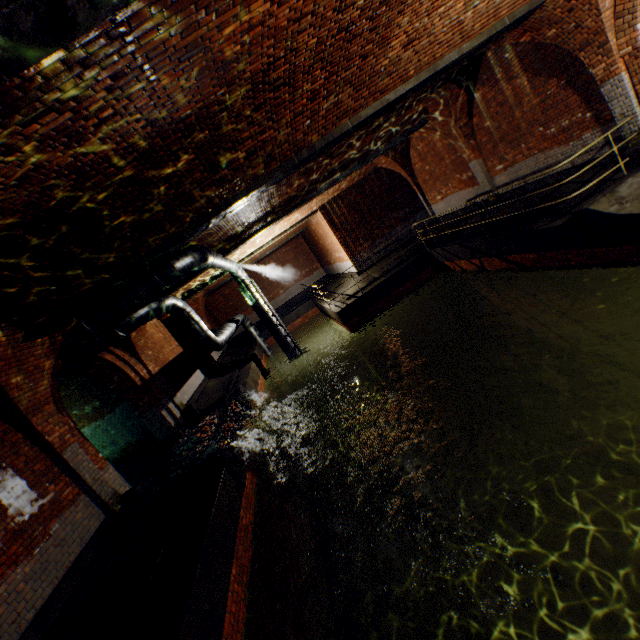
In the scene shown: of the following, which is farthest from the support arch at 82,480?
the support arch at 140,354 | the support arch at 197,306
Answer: the support arch at 197,306

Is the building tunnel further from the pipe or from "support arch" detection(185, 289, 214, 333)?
"support arch" detection(185, 289, 214, 333)

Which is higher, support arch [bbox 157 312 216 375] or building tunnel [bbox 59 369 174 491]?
support arch [bbox 157 312 216 375]

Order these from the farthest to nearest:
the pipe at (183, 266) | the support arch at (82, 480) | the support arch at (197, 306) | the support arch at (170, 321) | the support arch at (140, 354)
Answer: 1. the support arch at (197, 306)
2. the support arch at (170, 321)
3. the support arch at (140, 354)
4. the pipe at (183, 266)
5. the support arch at (82, 480)

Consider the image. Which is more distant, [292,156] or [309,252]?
[309,252]

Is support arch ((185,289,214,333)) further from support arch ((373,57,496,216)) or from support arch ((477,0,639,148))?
support arch ((373,57,496,216))

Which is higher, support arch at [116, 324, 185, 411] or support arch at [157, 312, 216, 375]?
support arch at [157, 312, 216, 375]

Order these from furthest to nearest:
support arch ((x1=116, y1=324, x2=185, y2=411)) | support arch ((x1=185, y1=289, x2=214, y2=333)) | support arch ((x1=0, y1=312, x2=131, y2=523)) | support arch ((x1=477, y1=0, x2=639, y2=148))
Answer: support arch ((x1=185, y1=289, x2=214, y2=333)) < support arch ((x1=116, y1=324, x2=185, y2=411)) < support arch ((x1=477, y1=0, x2=639, y2=148)) < support arch ((x1=0, y1=312, x2=131, y2=523))
